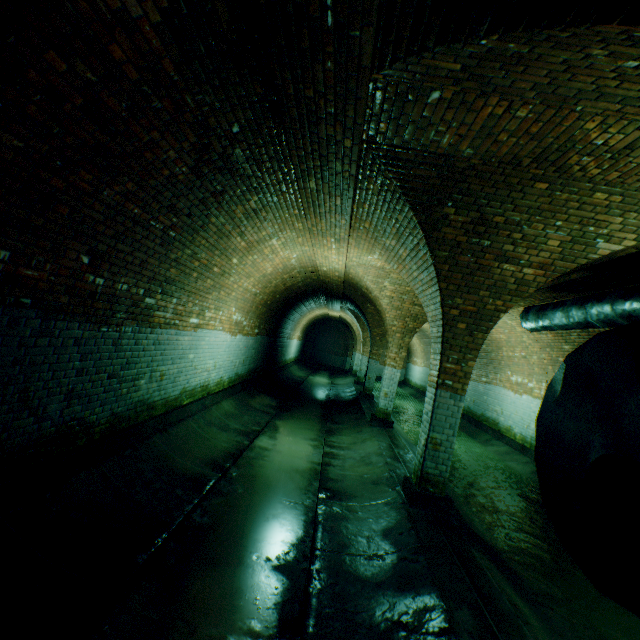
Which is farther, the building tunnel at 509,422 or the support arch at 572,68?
the building tunnel at 509,422

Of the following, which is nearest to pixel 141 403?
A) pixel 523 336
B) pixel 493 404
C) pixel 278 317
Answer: pixel 278 317

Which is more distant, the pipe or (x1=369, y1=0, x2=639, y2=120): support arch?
(x1=369, y1=0, x2=639, y2=120): support arch

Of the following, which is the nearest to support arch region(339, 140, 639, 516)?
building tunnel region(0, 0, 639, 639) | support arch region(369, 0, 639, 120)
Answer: building tunnel region(0, 0, 639, 639)

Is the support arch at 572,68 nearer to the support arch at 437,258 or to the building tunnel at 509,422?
the building tunnel at 509,422

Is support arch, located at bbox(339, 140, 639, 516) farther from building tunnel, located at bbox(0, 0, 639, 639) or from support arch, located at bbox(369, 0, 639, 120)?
support arch, located at bbox(369, 0, 639, 120)

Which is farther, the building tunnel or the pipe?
the building tunnel

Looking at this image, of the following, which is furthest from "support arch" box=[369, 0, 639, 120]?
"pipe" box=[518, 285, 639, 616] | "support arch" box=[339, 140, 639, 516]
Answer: "support arch" box=[339, 140, 639, 516]
